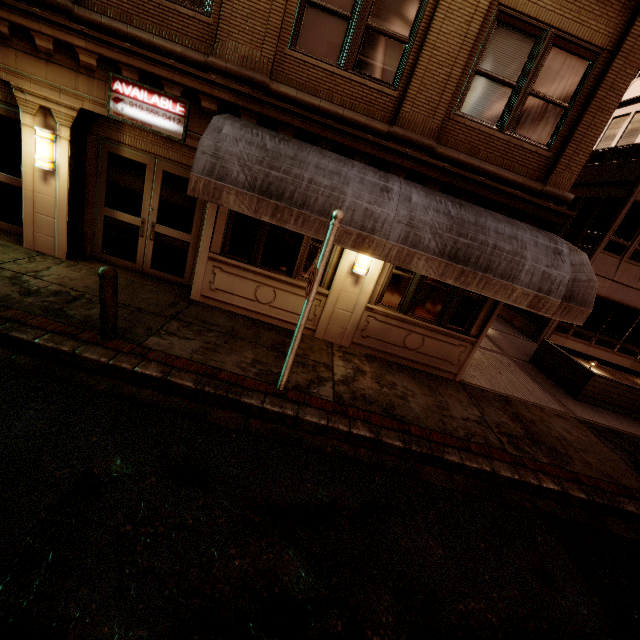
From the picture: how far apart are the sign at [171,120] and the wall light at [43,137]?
1.2m

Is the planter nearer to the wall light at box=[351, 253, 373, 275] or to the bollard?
the wall light at box=[351, 253, 373, 275]

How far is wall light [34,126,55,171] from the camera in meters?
6.4 m

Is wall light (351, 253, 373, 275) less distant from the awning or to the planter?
the awning

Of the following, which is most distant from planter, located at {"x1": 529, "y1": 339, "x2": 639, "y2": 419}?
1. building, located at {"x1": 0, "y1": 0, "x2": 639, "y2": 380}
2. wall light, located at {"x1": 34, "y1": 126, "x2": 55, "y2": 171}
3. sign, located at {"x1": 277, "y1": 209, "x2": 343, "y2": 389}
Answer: wall light, located at {"x1": 34, "y1": 126, "x2": 55, "y2": 171}

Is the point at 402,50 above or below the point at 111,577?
above

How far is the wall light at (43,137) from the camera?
6.4 meters

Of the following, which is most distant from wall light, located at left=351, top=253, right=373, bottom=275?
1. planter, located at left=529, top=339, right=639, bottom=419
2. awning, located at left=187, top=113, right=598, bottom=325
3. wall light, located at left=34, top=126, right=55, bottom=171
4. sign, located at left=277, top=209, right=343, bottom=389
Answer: planter, located at left=529, top=339, right=639, bottom=419
